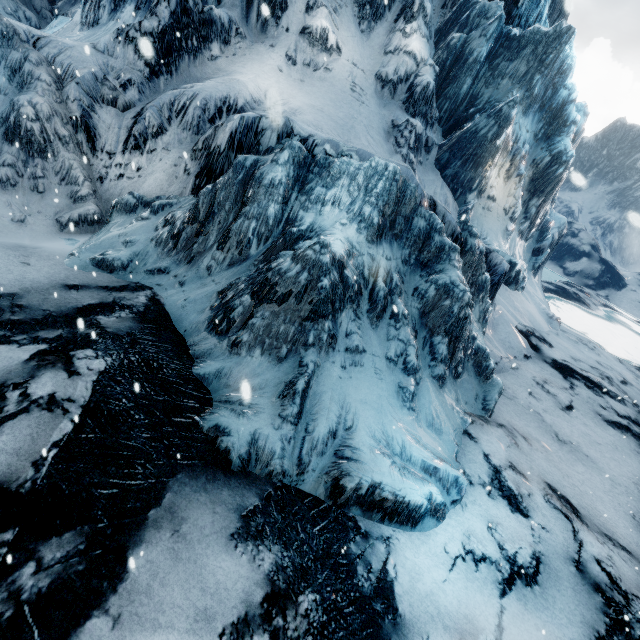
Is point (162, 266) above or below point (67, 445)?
below
